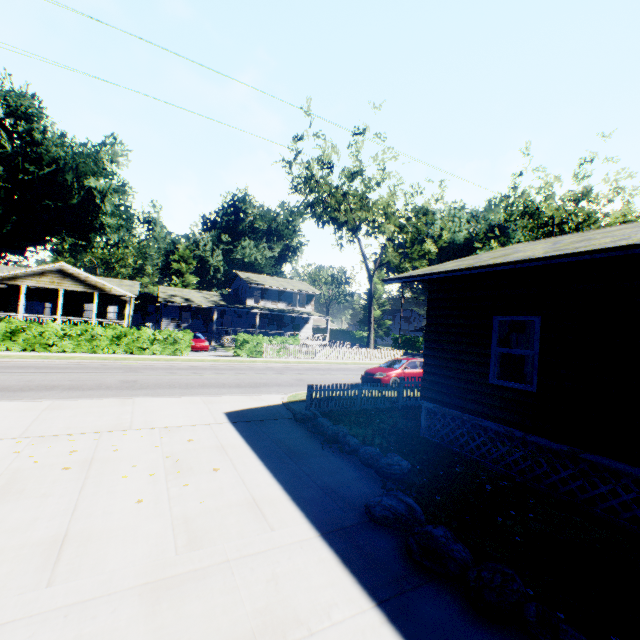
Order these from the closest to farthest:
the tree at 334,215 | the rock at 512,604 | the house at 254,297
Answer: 1. the rock at 512,604
2. the tree at 334,215
3. the house at 254,297

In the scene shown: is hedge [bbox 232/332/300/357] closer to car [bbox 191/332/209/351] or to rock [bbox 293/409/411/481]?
car [bbox 191/332/209/351]

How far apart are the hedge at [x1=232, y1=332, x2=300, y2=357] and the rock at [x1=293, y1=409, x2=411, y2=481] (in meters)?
17.62

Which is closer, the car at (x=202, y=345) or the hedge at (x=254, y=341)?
the hedge at (x=254, y=341)

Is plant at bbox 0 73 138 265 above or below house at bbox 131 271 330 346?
above

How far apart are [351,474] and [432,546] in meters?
2.6 m

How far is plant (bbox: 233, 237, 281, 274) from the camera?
55.03m

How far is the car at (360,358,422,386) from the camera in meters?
15.8 m
